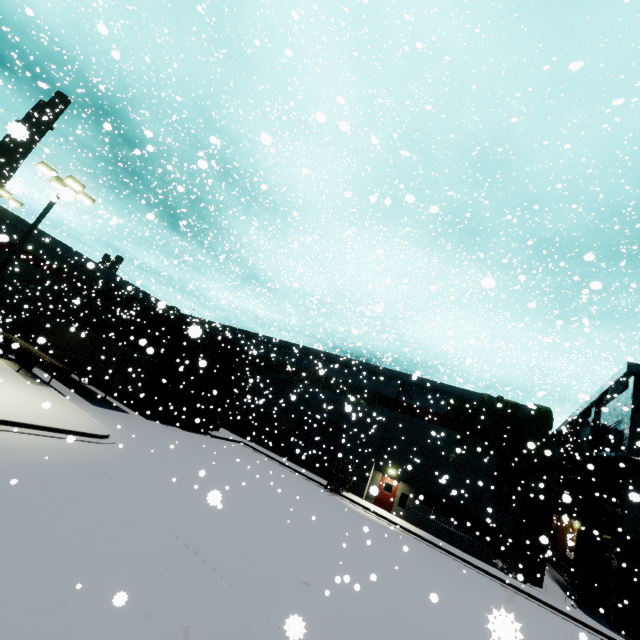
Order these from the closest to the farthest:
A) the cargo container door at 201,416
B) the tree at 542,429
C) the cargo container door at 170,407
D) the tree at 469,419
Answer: the tree at 542,429
the cargo container door at 170,407
the tree at 469,419
the cargo container door at 201,416

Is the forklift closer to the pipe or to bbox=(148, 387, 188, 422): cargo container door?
bbox=(148, 387, 188, 422): cargo container door

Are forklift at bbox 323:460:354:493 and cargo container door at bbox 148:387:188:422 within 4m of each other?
no

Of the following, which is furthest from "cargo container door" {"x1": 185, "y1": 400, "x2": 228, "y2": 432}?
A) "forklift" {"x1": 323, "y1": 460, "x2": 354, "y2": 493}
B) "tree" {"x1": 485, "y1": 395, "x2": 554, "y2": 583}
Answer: "tree" {"x1": 485, "y1": 395, "x2": 554, "y2": 583}

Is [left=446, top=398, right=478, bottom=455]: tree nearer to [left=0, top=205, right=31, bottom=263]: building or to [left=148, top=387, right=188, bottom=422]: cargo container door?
[left=0, top=205, right=31, bottom=263]: building

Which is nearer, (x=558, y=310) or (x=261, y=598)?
(x=261, y=598)

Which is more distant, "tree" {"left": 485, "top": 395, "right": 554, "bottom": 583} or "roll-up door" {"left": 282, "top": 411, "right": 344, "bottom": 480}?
"roll-up door" {"left": 282, "top": 411, "right": 344, "bottom": 480}

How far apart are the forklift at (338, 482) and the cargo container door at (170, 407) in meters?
12.4
